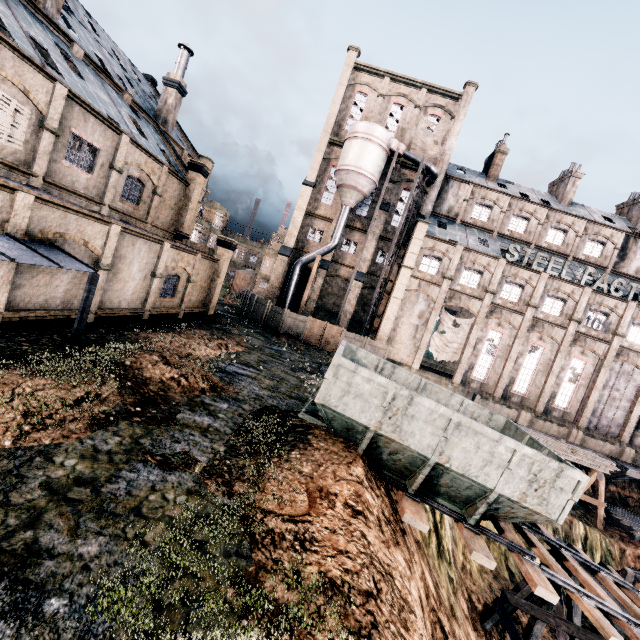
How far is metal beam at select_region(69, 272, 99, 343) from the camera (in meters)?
12.25

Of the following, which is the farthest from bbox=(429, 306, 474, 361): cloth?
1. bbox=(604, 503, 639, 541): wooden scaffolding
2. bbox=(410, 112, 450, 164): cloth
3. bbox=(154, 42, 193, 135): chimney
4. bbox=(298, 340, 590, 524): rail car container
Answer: bbox=(154, 42, 193, 135): chimney

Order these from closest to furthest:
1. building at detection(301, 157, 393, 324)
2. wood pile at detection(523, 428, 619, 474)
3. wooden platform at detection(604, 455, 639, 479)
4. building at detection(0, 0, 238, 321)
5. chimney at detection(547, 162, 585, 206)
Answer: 1. building at detection(0, 0, 238, 321)
2. wood pile at detection(523, 428, 619, 474)
3. wooden platform at detection(604, 455, 639, 479)
4. building at detection(301, 157, 393, 324)
5. chimney at detection(547, 162, 585, 206)

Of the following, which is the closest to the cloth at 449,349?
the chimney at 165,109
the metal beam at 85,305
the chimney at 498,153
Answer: the chimney at 498,153

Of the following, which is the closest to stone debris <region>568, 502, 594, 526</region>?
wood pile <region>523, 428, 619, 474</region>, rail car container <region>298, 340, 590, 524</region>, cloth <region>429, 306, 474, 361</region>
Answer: wood pile <region>523, 428, 619, 474</region>

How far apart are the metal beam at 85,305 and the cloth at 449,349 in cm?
3024

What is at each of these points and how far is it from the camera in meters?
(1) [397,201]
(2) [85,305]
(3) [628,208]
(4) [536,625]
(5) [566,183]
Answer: (1) building, 38.3 m
(2) metal beam, 12.4 m
(3) chimney, 41.1 m
(4) wooden support structure, 14.1 m
(5) chimney, 39.7 m

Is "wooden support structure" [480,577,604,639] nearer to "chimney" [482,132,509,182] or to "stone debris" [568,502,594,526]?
"stone debris" [568,502,594,526]
